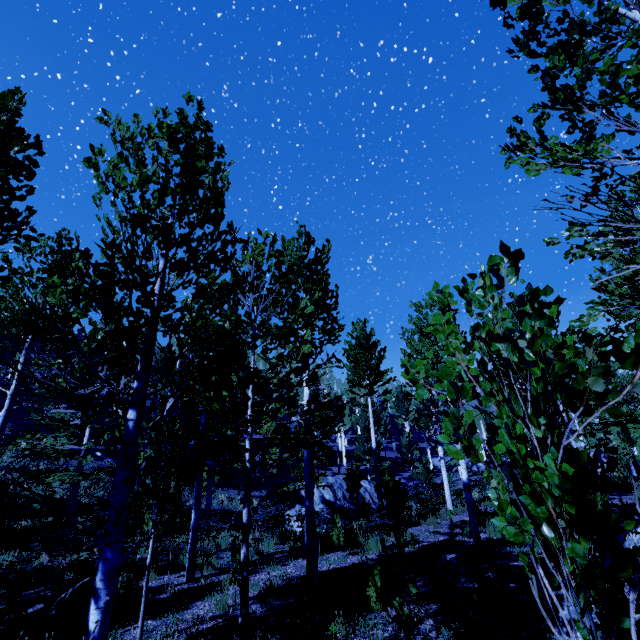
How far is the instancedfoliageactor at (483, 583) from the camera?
4.76m

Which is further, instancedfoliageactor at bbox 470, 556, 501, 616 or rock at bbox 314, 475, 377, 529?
rock at bbox 314, 475, 377, 529

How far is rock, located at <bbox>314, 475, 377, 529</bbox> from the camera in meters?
18.2

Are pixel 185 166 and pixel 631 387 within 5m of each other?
yes

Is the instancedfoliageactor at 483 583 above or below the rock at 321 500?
above

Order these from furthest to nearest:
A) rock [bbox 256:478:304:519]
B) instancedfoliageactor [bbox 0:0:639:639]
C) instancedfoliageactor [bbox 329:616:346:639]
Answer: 1. rock [bbox 256:478:304:519]
2. instancedfoliageactor [bbox 329:616:346:639]
3. instancedfoliageactor [bbox 0:0:639:639]

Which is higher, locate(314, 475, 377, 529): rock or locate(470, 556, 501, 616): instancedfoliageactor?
locate(470, 556, 501, 616): instancedfoliageactor
